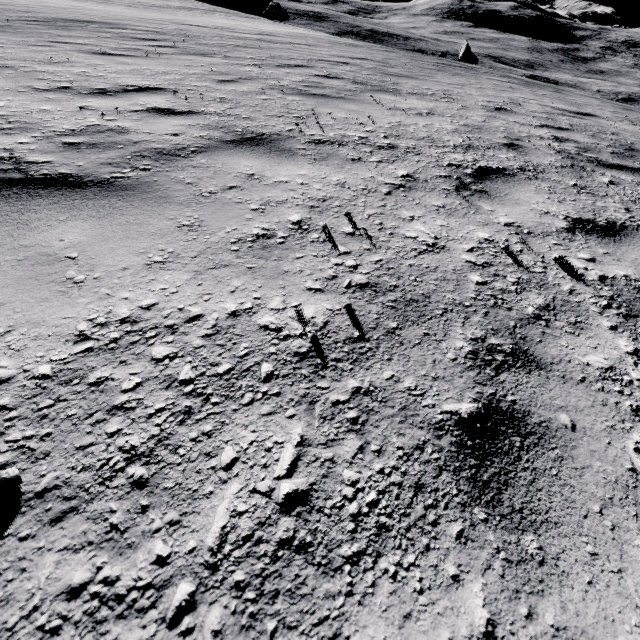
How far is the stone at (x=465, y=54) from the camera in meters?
38.0

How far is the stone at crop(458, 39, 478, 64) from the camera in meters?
38.0 m

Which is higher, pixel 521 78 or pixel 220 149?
pixel 220 149
